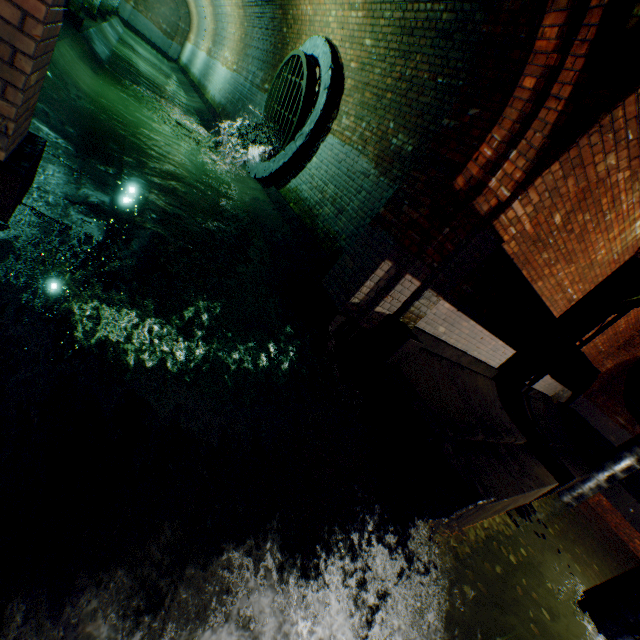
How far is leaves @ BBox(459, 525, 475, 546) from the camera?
5.0 meters

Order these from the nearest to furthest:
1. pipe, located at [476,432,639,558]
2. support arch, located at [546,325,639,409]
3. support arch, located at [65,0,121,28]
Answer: support arch, located at [65,0,121,28]
pipe, located at [476,432,639,558]
support arch, located at [546,325,639,409]

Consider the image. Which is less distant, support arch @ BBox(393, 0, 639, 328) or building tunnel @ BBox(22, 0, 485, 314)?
support arch @ BBox(393, 0, 639, 328)

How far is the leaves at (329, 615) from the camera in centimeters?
277cm

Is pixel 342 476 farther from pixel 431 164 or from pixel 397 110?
pixel 397 110

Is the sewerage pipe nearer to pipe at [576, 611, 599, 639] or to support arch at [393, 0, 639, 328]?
pipe at [576, 611, 599, 639]

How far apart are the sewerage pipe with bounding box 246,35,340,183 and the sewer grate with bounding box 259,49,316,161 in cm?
1

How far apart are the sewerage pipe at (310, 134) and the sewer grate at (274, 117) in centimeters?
1cm
